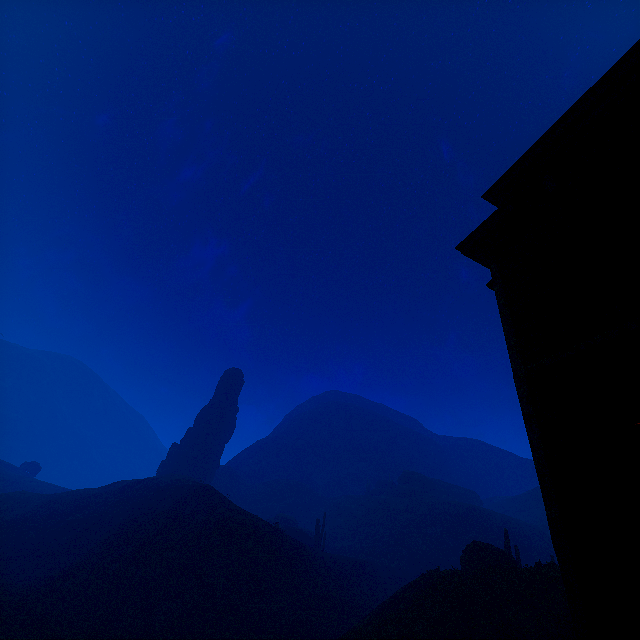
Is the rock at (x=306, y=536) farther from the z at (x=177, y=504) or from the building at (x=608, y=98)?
the building at (x=608, y=98)

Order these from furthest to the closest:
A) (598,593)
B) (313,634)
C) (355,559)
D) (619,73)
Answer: (355,559)
(313,634)
(619,73)
(598,593)

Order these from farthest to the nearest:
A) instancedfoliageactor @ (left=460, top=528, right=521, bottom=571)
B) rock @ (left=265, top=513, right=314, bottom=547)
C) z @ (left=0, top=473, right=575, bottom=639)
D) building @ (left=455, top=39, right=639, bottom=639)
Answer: rock @ (left=265, top=513, right=314, bottom=547) → instancedfoliageactor @ (left=460, top=528, right=521, bottom=571) → z @ (left=0, top=473, right=575, bottom=639) → building @ (left=455, top=39, right=639, bottom=639)

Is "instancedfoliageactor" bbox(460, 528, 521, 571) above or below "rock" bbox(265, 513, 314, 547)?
below

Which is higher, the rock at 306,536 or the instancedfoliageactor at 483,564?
the rock at 306,536

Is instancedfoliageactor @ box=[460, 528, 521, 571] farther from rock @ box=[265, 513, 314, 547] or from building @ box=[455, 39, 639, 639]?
rock @ box=[265, 513, 314, 547]

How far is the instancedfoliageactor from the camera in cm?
2185

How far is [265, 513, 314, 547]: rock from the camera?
49.30m
